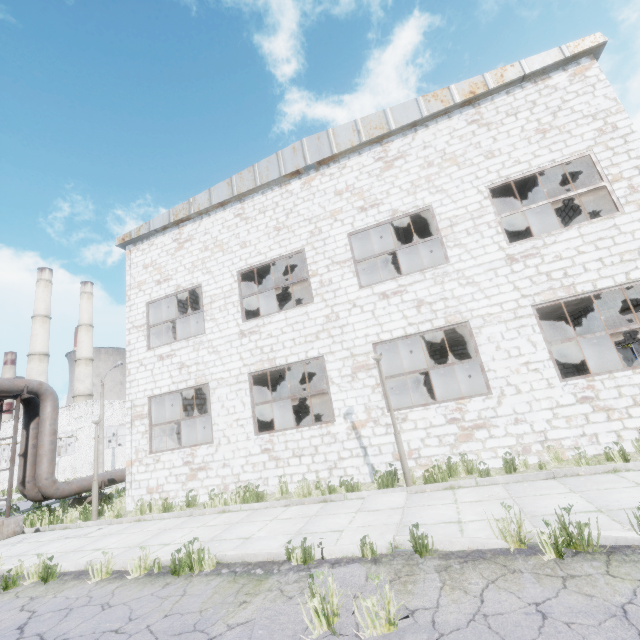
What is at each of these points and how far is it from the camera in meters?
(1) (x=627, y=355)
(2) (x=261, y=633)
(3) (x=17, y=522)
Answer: (1) door, 13.0
(2) asphalt debris, 3.2
(3) pipe holder, 11.0

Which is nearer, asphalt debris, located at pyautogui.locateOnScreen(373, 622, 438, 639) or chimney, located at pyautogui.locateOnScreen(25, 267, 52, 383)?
asphalt debris, located at pyautogui.locateOnScreen(373, 622, 438, 639)

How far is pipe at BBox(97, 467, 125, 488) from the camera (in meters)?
13.95

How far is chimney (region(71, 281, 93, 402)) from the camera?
53.3 meters

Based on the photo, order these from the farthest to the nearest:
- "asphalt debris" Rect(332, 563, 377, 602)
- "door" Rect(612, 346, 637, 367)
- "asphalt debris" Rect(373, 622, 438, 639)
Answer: "door" Rect(612, 346, 637, 367) → "asphalt debris" Rect(332, 563, 377, 602) → "asphalt debris" Rect(373, 622, 438, 639)

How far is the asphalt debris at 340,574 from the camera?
3.6m

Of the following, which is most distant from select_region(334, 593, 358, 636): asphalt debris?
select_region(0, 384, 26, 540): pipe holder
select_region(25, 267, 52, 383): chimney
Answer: select_region(25, 267, 52, 383): chimney

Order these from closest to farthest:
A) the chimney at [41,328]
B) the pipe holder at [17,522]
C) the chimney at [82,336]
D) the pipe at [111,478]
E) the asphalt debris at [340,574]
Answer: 1. the asphalt debris at [340,574]
2. the pipe holder at [17,522]
3. the pipe at [111,478]
4. the chimney at [41,328]
5. the chimney at [82,336]
